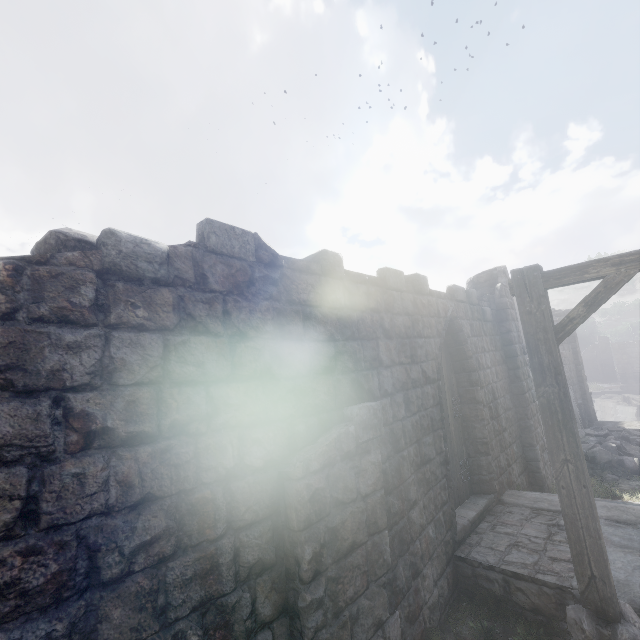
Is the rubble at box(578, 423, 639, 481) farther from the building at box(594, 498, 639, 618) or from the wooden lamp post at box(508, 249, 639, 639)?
the wooden lamp post at box(508, 249, 639, 639)

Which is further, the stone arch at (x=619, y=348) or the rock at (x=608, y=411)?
the stone arch at (x=619, y=348)

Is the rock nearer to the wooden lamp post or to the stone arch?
the stone arch

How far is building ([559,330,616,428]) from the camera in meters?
18.2

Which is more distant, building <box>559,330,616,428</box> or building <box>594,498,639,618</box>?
building <box>559,330,616,428</box>

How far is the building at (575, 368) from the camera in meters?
18.2 m

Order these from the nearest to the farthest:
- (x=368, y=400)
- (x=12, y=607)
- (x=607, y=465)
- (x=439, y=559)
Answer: (x=12, y=607)
(x=368, y=400)
(x=439, y=559)
(x=607, y=465)

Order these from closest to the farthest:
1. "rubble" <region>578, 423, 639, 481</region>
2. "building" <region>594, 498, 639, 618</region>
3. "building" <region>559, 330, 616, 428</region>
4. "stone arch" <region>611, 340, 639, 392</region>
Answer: "building" <region>594, 498, 639, 618</region> < "rubble" <region>578, 423, 639, 481</region> < "building" <region>559, 330, 616, 428</region> < "stone arch" <region>611, 340, 639, 392</region>
